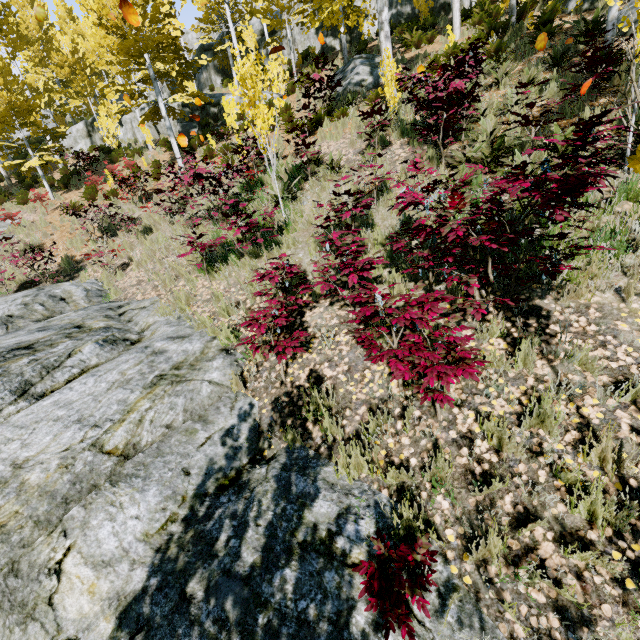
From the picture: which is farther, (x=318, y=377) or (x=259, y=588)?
(x=318, y=377)

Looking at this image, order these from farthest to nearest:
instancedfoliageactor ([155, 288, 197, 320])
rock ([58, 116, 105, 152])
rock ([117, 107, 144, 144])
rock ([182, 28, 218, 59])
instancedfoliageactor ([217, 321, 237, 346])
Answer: rock ([182, 28, 218, 59]), rock ([58, 116, 105, 152]), rock ([117, 107, 144, 144]), instancedfoliageactor ([155, 288, 197, 320]), instancedfoliageactor ([217, 321, 237, 346])

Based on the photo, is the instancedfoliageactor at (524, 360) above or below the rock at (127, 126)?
below

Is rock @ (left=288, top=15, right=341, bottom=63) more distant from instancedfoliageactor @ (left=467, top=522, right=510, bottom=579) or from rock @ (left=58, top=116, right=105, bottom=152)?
rock @ (left=58, top=116, right=105, bottom=152)

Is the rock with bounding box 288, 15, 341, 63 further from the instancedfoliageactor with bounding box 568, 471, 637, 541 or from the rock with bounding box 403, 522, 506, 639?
the rock with bounding box 403, 522, 506, 639

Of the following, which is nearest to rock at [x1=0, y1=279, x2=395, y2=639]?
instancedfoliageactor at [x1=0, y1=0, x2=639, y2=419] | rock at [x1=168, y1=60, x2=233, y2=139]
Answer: instancedfoliageactor at [x1=0, y1=0, x2=639, y2=419]

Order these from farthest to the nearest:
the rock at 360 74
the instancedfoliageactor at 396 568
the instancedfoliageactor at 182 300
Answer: the rock at 360 74 < the instancedfoliageactor at 182 300 < the instancedfoliageactor at 396 568

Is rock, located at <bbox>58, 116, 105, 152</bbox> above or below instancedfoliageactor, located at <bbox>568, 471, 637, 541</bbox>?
above
